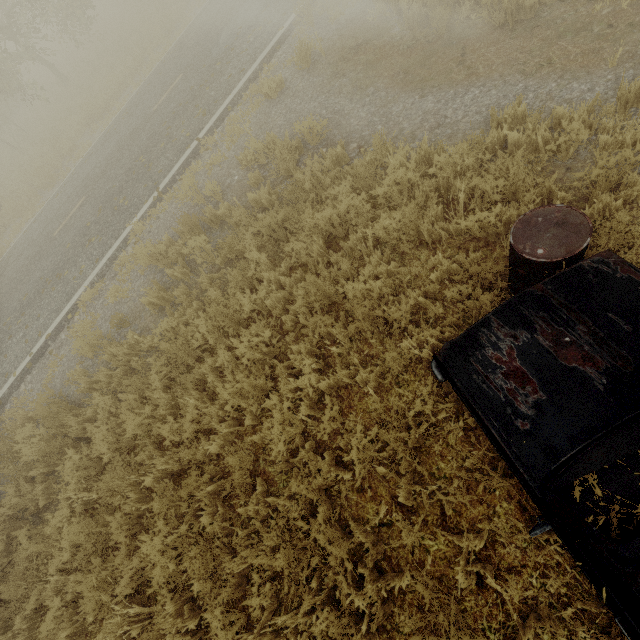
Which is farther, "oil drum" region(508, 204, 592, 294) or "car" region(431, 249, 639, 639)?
"oil drum" region(508, 204, 592, 294)

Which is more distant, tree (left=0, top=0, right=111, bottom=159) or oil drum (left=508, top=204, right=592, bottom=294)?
tree (left=0, top=0, right=111, bottom=159)

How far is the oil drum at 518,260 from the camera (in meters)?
2.65

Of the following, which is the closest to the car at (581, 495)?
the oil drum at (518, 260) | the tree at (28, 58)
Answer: the oil drum at (518, 260)

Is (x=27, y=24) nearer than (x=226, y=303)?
No

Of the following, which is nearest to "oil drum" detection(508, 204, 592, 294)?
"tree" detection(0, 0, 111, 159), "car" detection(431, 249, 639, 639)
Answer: "car" detection(431, 249, 639, 639)

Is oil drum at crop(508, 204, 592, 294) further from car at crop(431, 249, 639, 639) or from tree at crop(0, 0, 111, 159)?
tree at crop(0, 0, 111, 159)

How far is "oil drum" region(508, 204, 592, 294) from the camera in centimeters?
265cm
